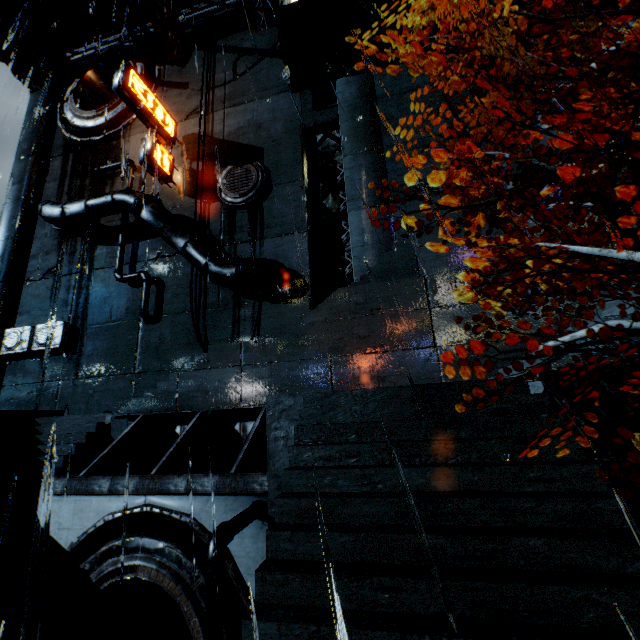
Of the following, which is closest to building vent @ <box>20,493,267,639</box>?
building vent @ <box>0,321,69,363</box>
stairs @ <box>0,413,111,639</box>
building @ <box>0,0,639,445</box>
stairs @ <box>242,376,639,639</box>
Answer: stairs @ <box>242,376,639,639</box>

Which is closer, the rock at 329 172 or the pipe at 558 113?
the pipe at 558 113

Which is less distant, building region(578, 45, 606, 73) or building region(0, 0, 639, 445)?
building region(0, 0, 639, 445)

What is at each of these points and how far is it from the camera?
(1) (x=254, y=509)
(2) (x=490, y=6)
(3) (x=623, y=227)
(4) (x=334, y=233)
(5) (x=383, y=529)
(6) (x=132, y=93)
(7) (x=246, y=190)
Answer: (1) pipe, 6.1m
(2) rock, 26.1m
(3) tree, 4.8m
(4) rock, 31.5m
(5) stairs, 4.0m
(6) sign, 16.3m
(7) building vent, 17.5m

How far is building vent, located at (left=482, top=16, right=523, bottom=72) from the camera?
14.9 meters

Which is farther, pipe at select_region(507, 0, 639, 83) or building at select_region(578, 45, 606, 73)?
building at select_region(578, 45, 606, 73)

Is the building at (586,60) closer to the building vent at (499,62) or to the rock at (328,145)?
the building vent at (499,62)

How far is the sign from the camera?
16.3m
